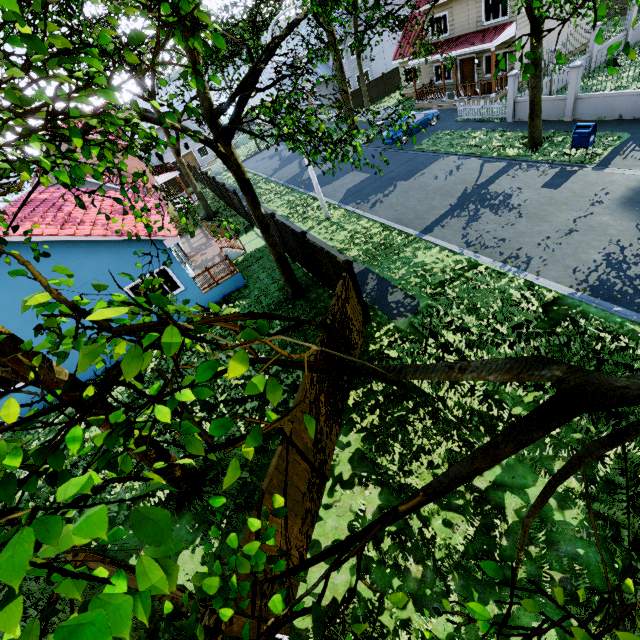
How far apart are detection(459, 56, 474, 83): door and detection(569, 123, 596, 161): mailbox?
14.92m

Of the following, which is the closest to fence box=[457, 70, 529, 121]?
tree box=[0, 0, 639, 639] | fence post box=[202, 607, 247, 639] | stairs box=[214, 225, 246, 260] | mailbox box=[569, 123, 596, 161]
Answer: fence post box=[202, 607, 247, 639]

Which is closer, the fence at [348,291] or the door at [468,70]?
the fence at [348,291]

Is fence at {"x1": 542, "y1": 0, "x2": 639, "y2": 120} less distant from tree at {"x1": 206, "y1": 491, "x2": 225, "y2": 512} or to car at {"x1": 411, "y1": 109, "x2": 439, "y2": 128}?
tree at {"x1": 206, "y1": 491, "x2": 225, "y2": 512}

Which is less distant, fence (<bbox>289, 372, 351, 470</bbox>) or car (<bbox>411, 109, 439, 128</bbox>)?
fence (<bbox>289, 372, 351, 470</bbox>)

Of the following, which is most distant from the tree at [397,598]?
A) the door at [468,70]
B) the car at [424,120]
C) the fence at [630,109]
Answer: the door at [468,70]

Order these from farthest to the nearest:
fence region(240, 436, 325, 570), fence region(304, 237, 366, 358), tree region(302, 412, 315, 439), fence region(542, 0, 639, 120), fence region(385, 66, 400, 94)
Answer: fence region(385, 66, 400, 94)
fence region(542, 0, 639, 120)
fence region(304, 237, 366, 358)
fence region(240, 436, 325, 570)
tree region(302, 412, 315, 439)

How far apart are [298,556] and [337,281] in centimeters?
808cm
